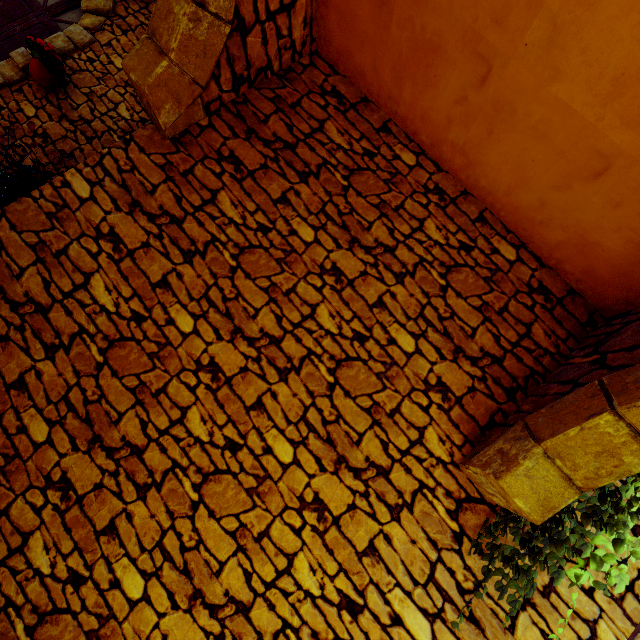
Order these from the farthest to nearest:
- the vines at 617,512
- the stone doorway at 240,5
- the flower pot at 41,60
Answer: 1. the flower pot at 41,60
2. the stone doorway at 240,5
3. the vines at 617,512

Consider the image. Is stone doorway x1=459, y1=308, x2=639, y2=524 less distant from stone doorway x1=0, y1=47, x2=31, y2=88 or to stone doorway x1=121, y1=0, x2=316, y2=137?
stone doorway x1=121, y1=0, x2=316, y2=137

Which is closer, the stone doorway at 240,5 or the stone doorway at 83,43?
the stone doorway at 240,5

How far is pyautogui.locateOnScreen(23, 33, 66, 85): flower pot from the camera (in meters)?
3.76

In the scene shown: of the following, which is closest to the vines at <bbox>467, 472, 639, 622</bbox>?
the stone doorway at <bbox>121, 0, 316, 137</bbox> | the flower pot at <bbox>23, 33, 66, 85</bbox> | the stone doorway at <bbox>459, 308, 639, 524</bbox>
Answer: the stone doorway at <bbox>459, 308, 639, 524</bbox>

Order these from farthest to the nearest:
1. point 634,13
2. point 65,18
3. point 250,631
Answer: point 65,18
point 250,631
point 634,13

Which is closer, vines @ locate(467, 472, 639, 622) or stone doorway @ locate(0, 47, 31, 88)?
vines @ locate(467, 472, 639, 622)

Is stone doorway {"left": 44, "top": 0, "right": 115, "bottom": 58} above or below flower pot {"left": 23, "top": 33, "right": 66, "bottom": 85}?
above
